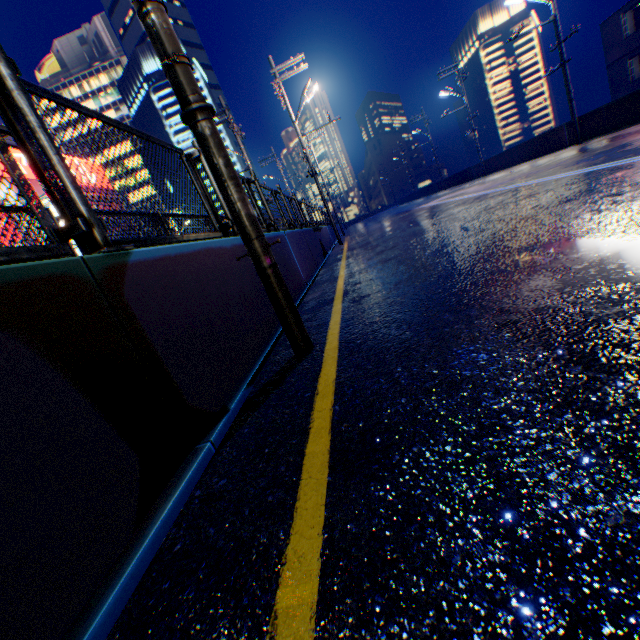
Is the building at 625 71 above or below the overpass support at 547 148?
above

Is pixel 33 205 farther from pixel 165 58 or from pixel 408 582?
pixel 408 582

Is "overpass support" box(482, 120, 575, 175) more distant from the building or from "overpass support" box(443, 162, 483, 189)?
the building

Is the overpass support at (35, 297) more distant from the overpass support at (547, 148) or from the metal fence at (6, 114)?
the overpass support at (547, 148)

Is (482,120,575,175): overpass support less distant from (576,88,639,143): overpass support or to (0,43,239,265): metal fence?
(576,88,639,143): overpass support

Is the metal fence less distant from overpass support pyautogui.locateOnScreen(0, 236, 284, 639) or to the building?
overpass support pyautogui.locateOnScreen(0, 236, 284, 639)

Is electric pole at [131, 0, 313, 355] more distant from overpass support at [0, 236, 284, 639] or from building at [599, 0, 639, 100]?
building at [599, 0, 639, 100]

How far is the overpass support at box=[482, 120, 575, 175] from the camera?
17.9 meters
